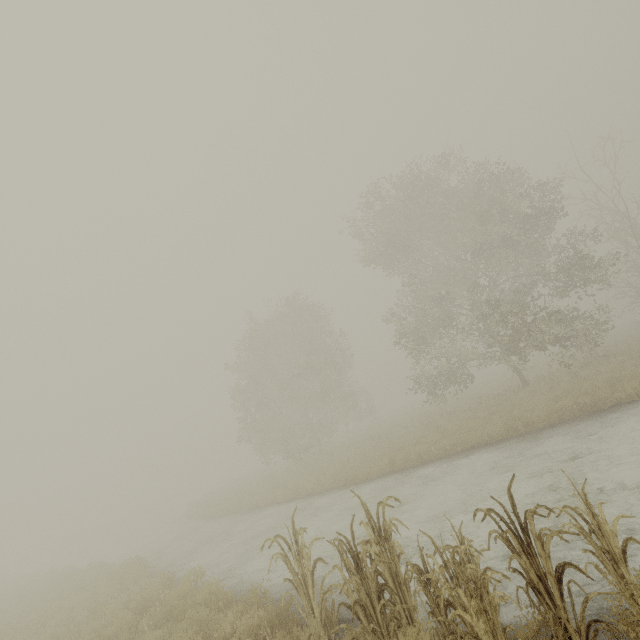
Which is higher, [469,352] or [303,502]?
[469,352]

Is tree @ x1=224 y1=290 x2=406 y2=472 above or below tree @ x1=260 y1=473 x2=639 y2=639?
above

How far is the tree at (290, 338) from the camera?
25.8 meters

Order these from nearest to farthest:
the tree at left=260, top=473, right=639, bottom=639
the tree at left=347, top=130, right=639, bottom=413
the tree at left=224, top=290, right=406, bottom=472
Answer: the tree at left=260, top=473, right=639, bottom=639 < the tree at left=347, top=130, right=639, bottom=413 < the tree at left=224, top=290, right=406, bottom=472

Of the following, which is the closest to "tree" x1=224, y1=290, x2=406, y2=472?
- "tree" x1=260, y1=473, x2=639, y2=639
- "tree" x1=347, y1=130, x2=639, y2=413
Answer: "tree" x1=347, y1=130, x2=639, y2=413

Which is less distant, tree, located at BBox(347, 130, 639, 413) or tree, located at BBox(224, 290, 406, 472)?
tree, located at BBox(347, 130, 639, 413)

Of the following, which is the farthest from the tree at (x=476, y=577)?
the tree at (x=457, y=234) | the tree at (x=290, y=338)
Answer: the tree at (x=290, y=338)
